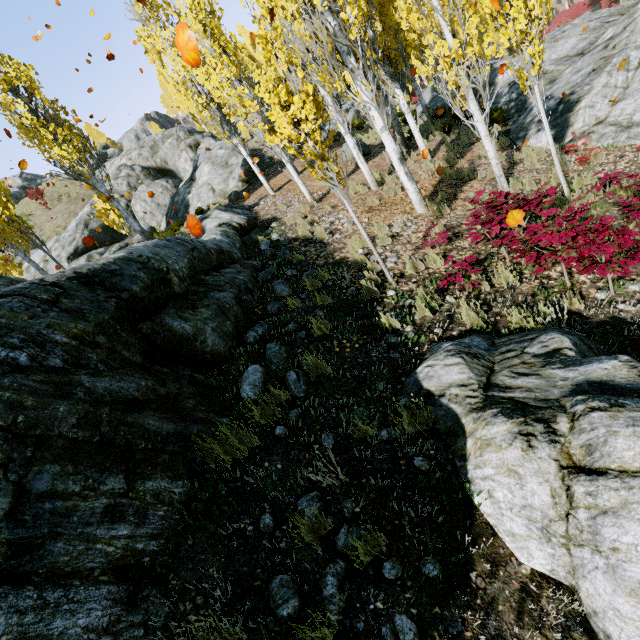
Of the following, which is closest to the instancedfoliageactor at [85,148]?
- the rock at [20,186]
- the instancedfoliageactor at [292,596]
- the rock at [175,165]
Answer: the rock at [175,165]

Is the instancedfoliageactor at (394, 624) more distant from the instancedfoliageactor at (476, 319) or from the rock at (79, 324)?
the instancedfoliageactor at (476, 319)

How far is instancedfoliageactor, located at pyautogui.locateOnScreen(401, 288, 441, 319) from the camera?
4.7m

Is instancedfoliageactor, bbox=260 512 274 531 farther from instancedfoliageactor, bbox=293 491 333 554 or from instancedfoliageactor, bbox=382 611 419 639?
instancedfoliageactor, bbox=382 611 419 639

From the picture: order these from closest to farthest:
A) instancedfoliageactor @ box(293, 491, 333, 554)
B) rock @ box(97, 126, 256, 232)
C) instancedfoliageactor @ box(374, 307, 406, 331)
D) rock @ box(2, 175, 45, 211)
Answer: instancedfoliageactor @ box(293, 491, 333, 554)
instancedfoliageactor @ box(374, 307, 406, 331)
rock @ box(97, 126, 256, 232)
rock @ box(2, 175, 45, 211)

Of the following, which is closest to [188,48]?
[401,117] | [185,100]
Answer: [185,100]

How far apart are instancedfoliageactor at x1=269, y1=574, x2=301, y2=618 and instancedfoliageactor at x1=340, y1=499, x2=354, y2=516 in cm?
17

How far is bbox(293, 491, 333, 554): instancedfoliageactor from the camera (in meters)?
2.47
